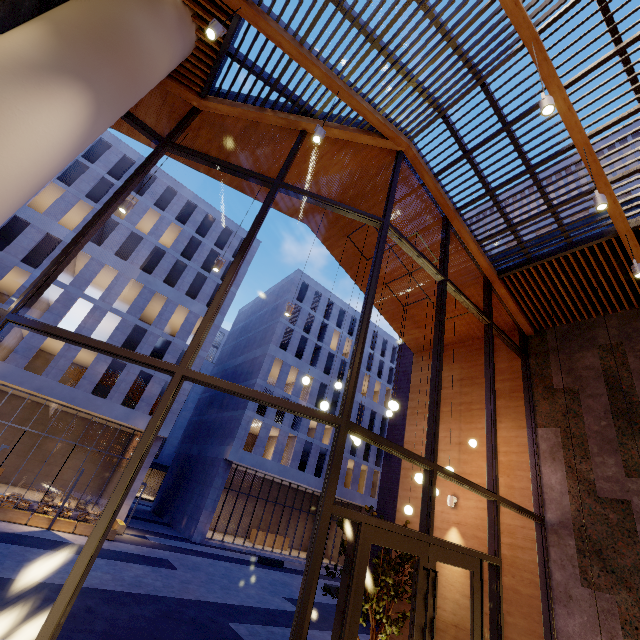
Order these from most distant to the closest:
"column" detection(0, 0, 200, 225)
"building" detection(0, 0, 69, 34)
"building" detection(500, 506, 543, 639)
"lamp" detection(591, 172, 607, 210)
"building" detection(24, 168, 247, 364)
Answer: "building" detection(24, 168, 247, 364), "building" detection(500, 506, 543, 639), "lamp" detection(591, 172, 607, 210), "building" detection(0, 0, 69, 34), "column" detection(0, 0, 200, 225)

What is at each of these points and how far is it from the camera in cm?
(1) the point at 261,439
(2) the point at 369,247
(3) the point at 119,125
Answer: (1) building, 2864
(2) building, 1013
(3) building, 741

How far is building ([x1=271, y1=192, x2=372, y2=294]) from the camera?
9.78m

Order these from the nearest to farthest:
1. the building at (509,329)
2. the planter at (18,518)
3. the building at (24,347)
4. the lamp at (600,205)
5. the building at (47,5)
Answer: the building at (47,5)
the lamp at (600,205)
the building at (509,329)
the planter at (18,518)
the building at (24,347)

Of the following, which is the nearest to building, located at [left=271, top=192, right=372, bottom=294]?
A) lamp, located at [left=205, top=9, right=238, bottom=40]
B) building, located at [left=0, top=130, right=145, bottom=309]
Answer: lamp, located at [left=205, top=9, right=238, bottom=40]

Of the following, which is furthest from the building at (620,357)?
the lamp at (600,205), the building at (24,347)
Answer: the building at (24,347)

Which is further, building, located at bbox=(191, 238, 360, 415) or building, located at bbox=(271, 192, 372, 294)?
building, located at bbox=(191, 238, 360, 415)
